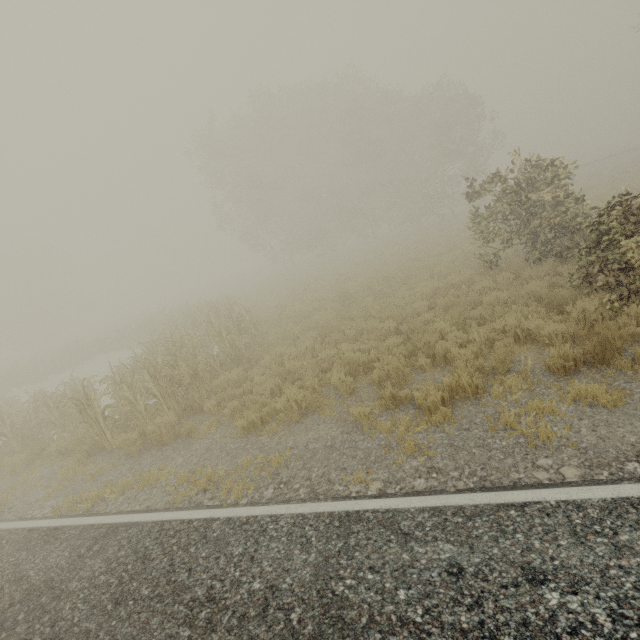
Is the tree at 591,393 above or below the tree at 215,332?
below

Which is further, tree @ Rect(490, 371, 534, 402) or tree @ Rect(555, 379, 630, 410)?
tree @ Rect(490, 371, 534, 402)

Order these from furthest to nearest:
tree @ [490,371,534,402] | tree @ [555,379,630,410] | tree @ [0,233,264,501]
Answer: tree @ [0,233,264,501] < tree @ [490,371,534,402] < tree @ [555,379,630,410]

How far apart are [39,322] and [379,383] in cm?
5834

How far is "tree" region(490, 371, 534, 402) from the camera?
5.3m

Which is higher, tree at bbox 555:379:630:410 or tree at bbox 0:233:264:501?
tree at bbox 0:233:264:501

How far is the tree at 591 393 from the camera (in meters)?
4.44

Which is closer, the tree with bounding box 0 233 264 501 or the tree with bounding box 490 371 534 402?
the tree with bounding box 490 371 534 402
